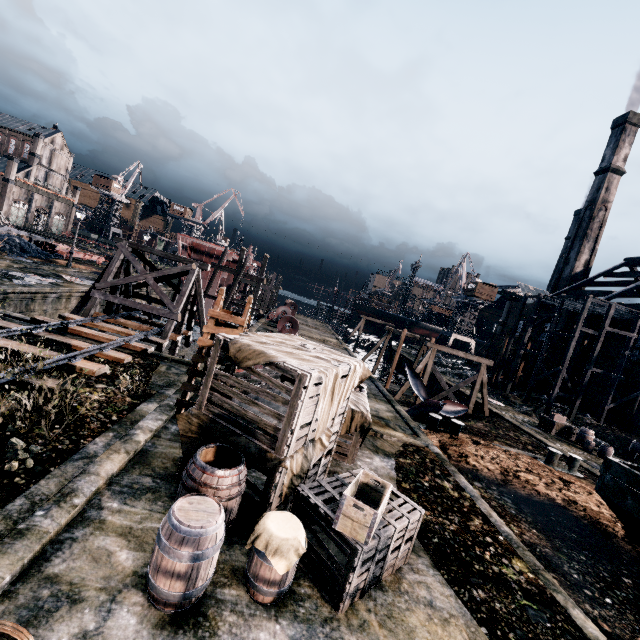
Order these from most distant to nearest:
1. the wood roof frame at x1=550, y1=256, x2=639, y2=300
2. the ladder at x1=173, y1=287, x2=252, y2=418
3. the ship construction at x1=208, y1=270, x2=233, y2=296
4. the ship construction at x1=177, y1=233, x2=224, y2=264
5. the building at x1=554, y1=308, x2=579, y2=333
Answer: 1. the building at x1=554, y1=308, x2=579, y2=333
2. the ship construction at x1=208, y1=270, x2=233, y2=296
3. the wood roof frame at x1=550, y1=256, x2=639, y2=300
4. the ship construction at x1=177, y1=233, x2=224, y2=264
5. the ladder at x1=173, y1=287, x2=252, y2=418

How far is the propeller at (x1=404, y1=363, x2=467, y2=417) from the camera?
20.80m

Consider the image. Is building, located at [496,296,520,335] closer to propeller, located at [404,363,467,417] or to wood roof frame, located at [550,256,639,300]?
propeller, located at [404,363,467,417]

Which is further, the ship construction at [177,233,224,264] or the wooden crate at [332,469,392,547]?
the ship construction at [177,233,224,264]

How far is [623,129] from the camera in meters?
48.4 m

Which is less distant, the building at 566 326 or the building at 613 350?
the building at 613 350

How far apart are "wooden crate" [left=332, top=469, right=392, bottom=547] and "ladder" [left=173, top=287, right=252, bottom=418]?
5.3m

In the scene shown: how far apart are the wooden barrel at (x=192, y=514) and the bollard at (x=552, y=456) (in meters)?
19.13
